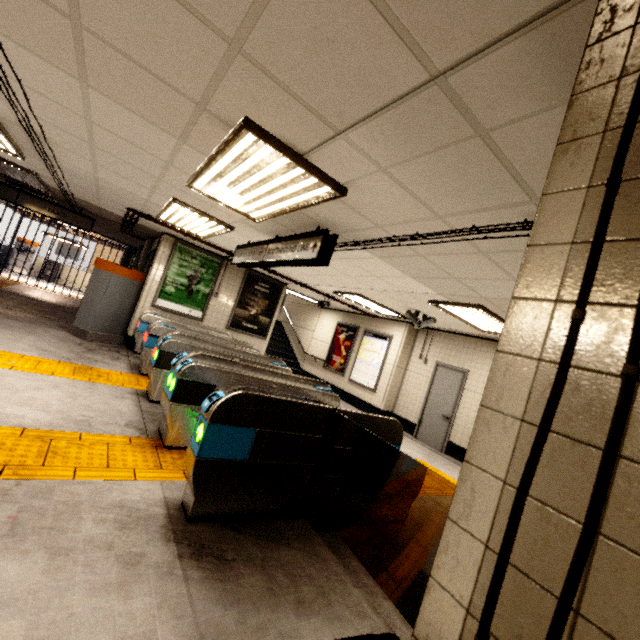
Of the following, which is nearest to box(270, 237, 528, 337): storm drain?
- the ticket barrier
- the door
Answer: the door

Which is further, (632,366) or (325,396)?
(325,396)

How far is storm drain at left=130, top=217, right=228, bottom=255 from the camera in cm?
745

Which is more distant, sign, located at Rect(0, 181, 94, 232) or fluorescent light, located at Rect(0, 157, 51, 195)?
sign, located at Rect(0, 181, 94, 232)

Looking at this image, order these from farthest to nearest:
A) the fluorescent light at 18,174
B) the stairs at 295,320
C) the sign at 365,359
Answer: the stairs at 295,320, the sign at 365,359, the fluorescent light at 18,174

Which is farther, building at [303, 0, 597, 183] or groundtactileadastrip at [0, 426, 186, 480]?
groundtactileadastrip at [0, 426, 186, 480]

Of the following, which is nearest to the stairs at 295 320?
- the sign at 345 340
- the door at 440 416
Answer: the sign at 345 340

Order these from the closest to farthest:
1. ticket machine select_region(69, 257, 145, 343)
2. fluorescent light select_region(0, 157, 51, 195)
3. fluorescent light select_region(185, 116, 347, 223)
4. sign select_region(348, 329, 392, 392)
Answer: fluorescent light select_region(185, 116, 347, 223)
fluorescent light select_region(0, 157, 51, 195)
ticket machine select_region(69, 257, 145, 343)
sign select_region(348, 329, 392, 392)
